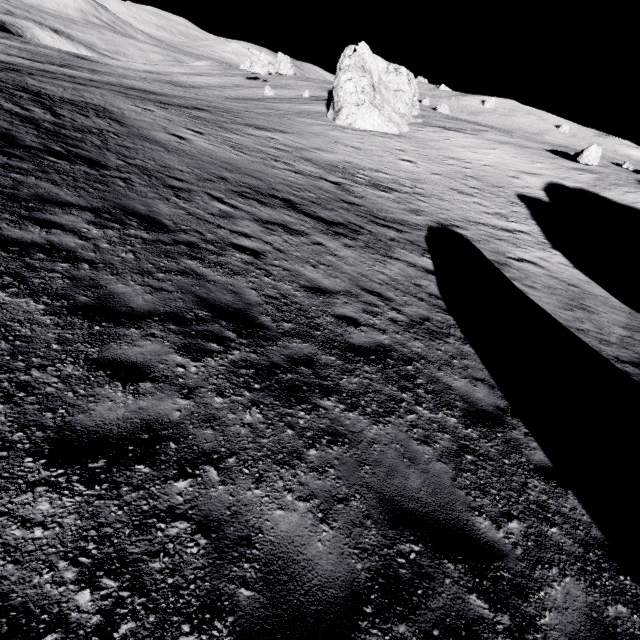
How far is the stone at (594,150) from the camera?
30.4 meters

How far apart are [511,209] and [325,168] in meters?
13.5 m

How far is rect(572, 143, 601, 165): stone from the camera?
30.41m

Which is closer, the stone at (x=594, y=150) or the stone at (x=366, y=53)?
the stone at (x=594, y=150)

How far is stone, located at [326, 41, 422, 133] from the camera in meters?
33.6 m

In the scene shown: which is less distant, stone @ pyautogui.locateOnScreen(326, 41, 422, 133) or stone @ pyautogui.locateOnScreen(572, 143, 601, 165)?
stone @ pyautogui.locateOnScreen(572, 143, 601, 165)
